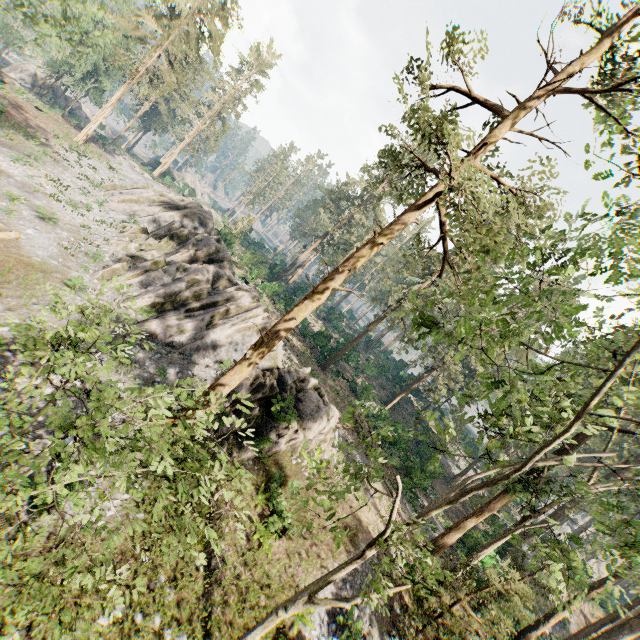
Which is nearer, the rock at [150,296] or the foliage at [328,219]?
the foliage at [328,219]

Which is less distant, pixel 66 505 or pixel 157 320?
pixel 66 505

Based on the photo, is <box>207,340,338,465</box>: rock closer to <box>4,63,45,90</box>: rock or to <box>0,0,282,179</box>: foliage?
<box>0,0,282,179</box>: foliage

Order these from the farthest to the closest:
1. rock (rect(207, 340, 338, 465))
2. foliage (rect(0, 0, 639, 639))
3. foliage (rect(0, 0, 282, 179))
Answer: foliage (rect(0, 0, 282, 179)) → rock (rect(207, 340, 338, 465)) → foliage (rect(0, 0, 639, 639))

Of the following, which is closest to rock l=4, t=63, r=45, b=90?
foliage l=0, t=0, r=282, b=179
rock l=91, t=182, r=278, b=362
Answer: foliage l=0, t=0, r=282, b=179

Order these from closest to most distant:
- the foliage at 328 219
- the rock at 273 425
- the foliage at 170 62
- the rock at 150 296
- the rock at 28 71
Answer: the foliage at 328 219
the rock at 273 425
the rock at 150 296
the foliage at 170 62
the rock at 28 71

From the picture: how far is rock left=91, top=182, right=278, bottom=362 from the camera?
20.80m
